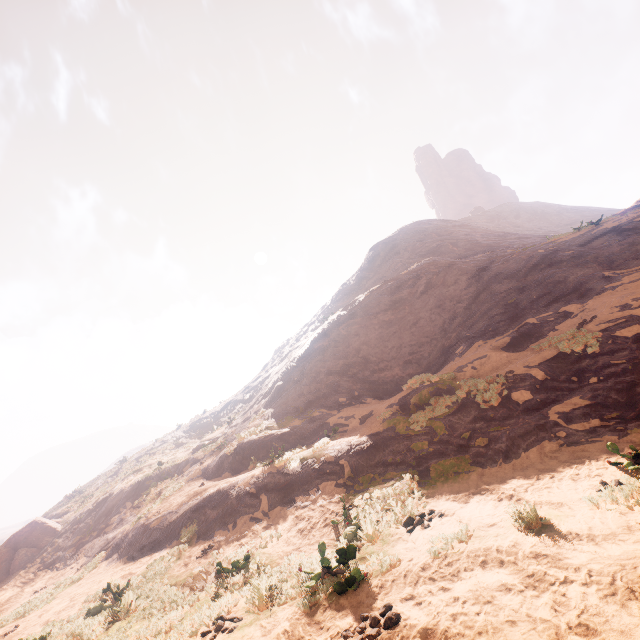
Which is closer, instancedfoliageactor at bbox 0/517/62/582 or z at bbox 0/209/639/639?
z at bbox 0/209/639/639

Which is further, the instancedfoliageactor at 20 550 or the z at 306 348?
the instancedfoliageactor at 20 550

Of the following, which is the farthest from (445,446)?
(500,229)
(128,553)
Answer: (500,229)
